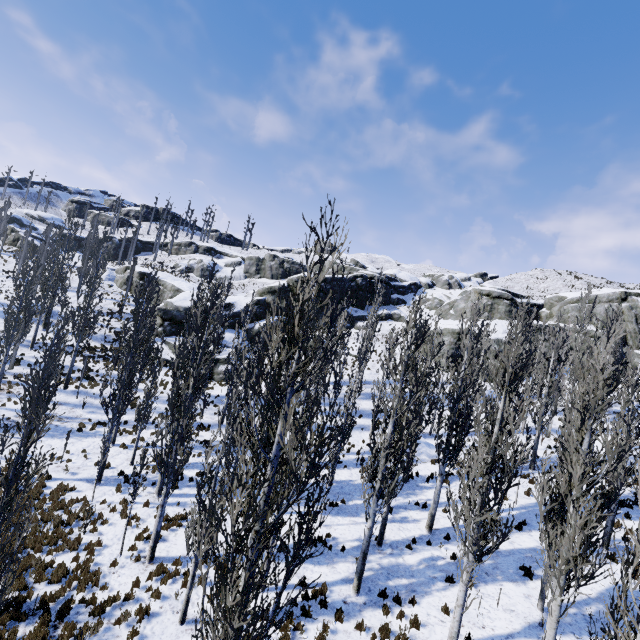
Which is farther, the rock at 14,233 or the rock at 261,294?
the rock at 14,233

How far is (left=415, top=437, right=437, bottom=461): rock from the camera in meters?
21.9

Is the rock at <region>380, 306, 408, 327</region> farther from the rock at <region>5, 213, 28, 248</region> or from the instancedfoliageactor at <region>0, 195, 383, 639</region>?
the rock at <region>5, 213, 28, 248</region>

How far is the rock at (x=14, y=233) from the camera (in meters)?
51.06

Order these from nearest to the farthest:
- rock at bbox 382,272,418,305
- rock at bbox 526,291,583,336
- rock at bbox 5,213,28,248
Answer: rock at bbox 526,291,583,336 → rock at bbox 5,213,28,248 → rock at bbox 382,272,418,305

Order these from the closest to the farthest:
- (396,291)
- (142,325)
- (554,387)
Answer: (142,325) → (554,387) → (396,291)
